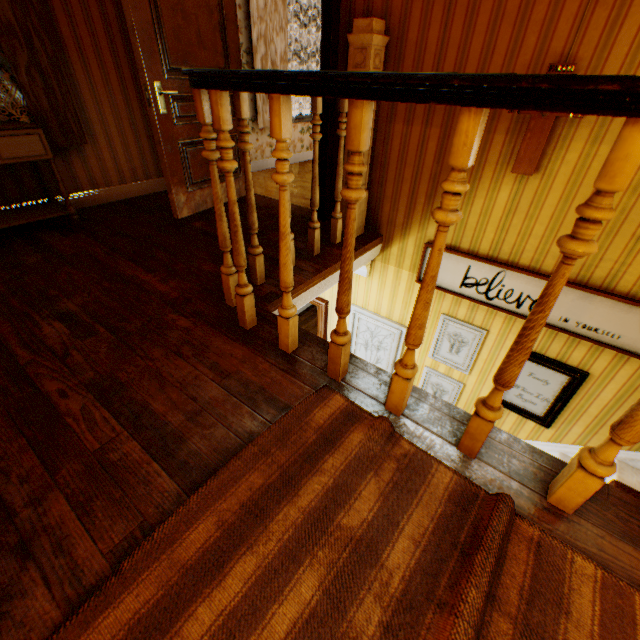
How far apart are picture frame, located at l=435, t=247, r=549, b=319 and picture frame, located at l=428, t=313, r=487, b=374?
0.3m

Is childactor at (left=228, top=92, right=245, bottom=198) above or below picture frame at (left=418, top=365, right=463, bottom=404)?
above

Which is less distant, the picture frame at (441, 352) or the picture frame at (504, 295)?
the picture frame at (504, 295)

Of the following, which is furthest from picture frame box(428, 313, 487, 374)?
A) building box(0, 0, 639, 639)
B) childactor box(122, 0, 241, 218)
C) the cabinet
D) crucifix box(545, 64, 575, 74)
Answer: the cabinet

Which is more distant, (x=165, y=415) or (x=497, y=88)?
(x=165, y=415)

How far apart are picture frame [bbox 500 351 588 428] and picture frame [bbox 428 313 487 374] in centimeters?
25cm

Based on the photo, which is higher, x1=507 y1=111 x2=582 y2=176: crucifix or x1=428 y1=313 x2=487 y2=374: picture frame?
x1=507 y1=111 x2=582 y2=176: crucifix

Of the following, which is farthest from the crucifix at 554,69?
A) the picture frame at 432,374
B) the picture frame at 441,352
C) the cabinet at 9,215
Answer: the cabinet at 9,215
